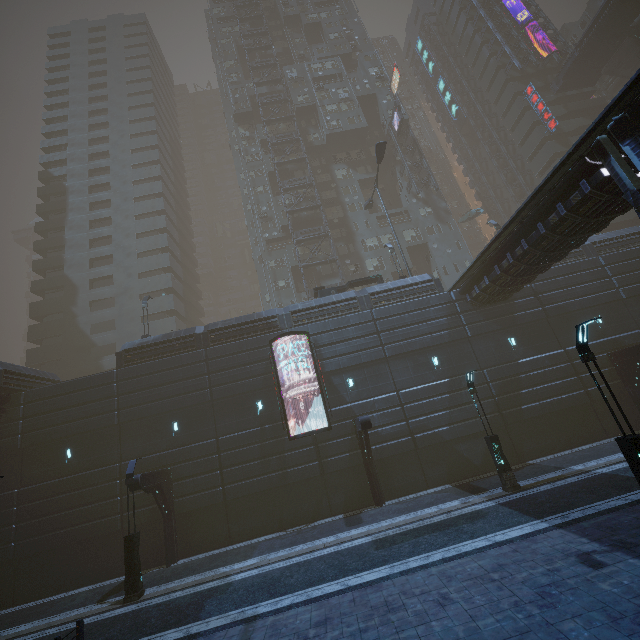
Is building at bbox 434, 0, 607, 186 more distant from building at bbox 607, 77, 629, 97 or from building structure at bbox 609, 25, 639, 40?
building at bbox 607, 77, 629, 97

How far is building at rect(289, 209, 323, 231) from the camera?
41.0m

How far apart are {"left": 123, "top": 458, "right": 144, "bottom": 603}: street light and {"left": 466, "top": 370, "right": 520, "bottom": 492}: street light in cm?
1677

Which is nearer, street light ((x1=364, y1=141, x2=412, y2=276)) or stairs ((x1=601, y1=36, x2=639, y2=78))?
street light ((x1=364, y1=141, x2=412, y2=276))

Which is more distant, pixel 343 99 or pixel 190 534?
pixel 343 99

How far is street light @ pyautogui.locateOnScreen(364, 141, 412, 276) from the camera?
27.4m

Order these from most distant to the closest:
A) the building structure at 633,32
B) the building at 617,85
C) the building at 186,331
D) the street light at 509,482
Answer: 1. the building at 617,85
2. the building structure at 633,32
3. the building at 186,331
4. the street light at 509,482

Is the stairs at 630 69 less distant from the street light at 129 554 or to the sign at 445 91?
the sign at 445 91
